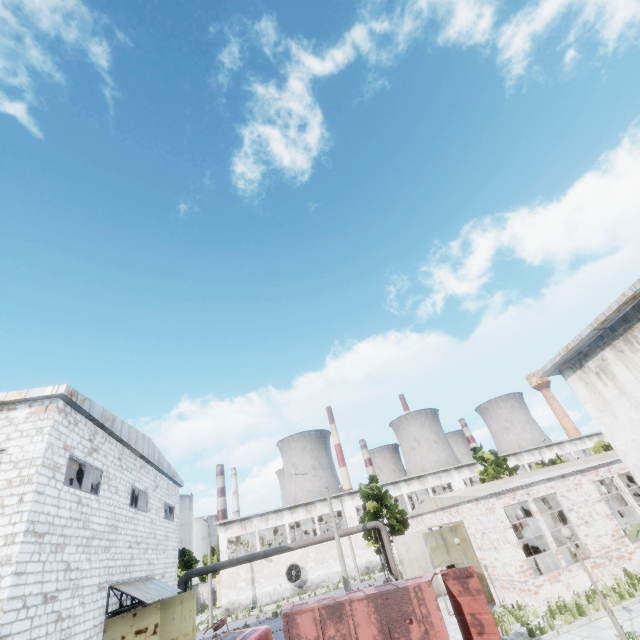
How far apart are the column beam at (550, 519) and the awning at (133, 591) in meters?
22.2

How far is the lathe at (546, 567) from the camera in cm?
1703

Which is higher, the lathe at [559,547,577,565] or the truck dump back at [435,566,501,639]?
the truck dump back at [435,566,501,639]

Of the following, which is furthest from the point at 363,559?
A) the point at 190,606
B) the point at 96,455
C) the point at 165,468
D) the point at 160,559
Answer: the point at 96,455

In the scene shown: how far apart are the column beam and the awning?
22.2 meters

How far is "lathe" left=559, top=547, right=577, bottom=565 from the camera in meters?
17.4 m

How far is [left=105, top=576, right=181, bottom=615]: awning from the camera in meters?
13.1 m
